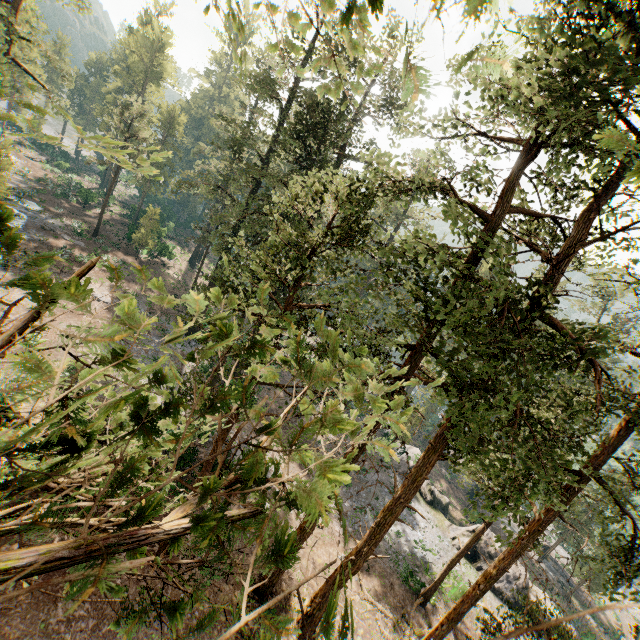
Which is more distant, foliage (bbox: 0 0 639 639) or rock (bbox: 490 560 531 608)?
rock (bbox: 490 560 531 608)

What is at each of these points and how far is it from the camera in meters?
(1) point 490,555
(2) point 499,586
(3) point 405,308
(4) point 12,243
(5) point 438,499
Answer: (1) rock, 29.0 m
(2) rock, 27.1 m
(3) foliage, 13.5 m
(4) foliage, 1.6 m
(5) rock, 34.3 m

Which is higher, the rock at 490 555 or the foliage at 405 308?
the foliage at 405 308

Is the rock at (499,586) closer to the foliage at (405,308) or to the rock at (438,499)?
the rock at (438,499)

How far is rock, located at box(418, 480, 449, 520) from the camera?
33.5m

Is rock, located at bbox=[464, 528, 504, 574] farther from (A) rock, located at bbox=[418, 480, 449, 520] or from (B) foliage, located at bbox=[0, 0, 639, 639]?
(B) foliage, located at bbox=[0, 0, 639, 639]

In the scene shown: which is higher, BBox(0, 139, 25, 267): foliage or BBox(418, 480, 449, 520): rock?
BBox(0, 139, 25, 267): foliage

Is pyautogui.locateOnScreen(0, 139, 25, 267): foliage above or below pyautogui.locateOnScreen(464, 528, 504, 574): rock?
above
